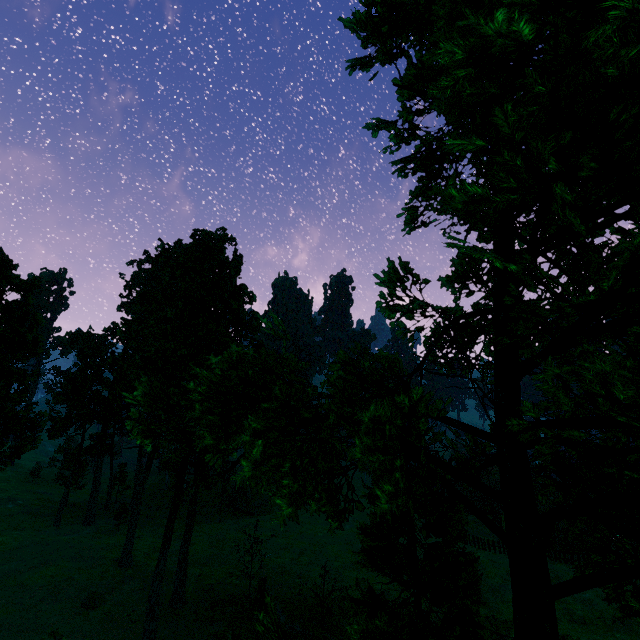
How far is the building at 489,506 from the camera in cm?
4931

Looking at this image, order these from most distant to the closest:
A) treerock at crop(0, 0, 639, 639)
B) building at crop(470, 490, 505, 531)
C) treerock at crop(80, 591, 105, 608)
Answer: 1. building at crop(470, 490, 505, 531)
2. treerock at crop(80, 591, 105, 608)
3. treerock at crop(0, 0, 639, 639)

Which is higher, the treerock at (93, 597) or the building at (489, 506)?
the treerock at (93, 597)

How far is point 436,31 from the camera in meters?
3.1 m

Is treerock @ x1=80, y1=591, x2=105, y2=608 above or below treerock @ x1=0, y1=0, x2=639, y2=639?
below

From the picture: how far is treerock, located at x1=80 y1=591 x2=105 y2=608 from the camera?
26.5m

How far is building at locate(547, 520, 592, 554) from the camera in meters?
43.7 m
